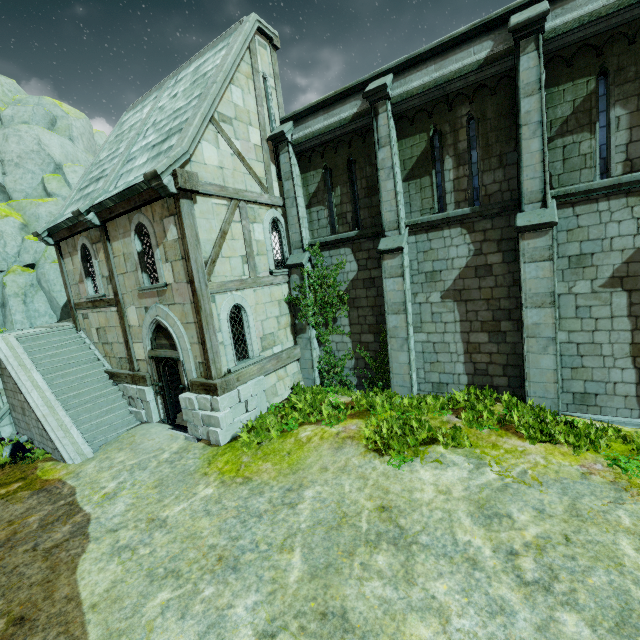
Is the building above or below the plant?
above

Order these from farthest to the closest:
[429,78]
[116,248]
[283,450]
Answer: [116,248], [429,78], [283,450]

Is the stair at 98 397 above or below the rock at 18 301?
below

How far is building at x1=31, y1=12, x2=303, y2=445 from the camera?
9.0 meters

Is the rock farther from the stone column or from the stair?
the stone column

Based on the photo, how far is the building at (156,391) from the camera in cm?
904

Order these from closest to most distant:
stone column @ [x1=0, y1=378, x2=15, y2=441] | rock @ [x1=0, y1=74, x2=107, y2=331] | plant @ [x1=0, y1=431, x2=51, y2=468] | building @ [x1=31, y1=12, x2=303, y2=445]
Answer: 1. building @ [x1=31, y1=12, x2=303, y2=445]
2. plant @ [x1=0, y1=431, x2=51, y2=468]
3. stone column @ [x1=0, y1=378, x2=15, y2=441]
4. rock @ [x1=0, y1=74, x2=107, y2=331]
